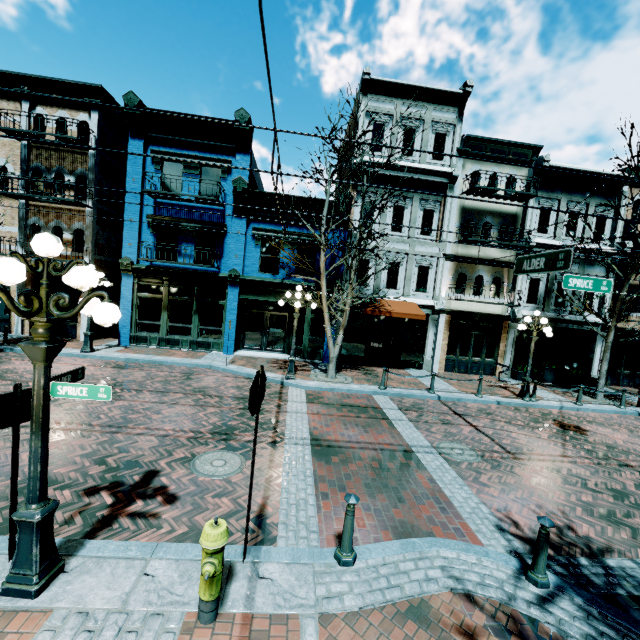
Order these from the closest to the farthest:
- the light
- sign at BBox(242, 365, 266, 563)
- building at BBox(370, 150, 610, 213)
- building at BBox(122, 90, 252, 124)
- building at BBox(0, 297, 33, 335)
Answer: the light < sign at BBox(242, 365, 266, 563) < building at BBox(122, 90, 252, 124) < building at BBox(0, 297, 33, 335) < building at BBox(370, 150, 610, 213)

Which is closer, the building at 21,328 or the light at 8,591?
the light at 8,591

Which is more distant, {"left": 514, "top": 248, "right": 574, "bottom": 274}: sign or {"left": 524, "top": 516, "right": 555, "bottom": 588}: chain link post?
{"left": 514, "top": 248, "right": 574, "bottom": 274}: sign

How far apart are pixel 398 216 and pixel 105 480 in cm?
1605

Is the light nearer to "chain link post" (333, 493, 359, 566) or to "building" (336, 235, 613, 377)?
"chain link post" (333, 493, 359, 566)

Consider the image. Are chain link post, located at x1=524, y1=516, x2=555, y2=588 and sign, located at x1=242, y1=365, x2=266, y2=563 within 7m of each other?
yes

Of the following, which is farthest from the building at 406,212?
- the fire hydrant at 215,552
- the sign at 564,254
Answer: the fire hydrant at 215,552

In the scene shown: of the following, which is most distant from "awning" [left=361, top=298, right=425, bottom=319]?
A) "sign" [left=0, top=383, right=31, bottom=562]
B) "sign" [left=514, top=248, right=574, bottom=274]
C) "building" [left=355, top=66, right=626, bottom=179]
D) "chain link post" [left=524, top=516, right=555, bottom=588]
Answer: "sign" [left=0, top=383, right=31, bottom=562]
